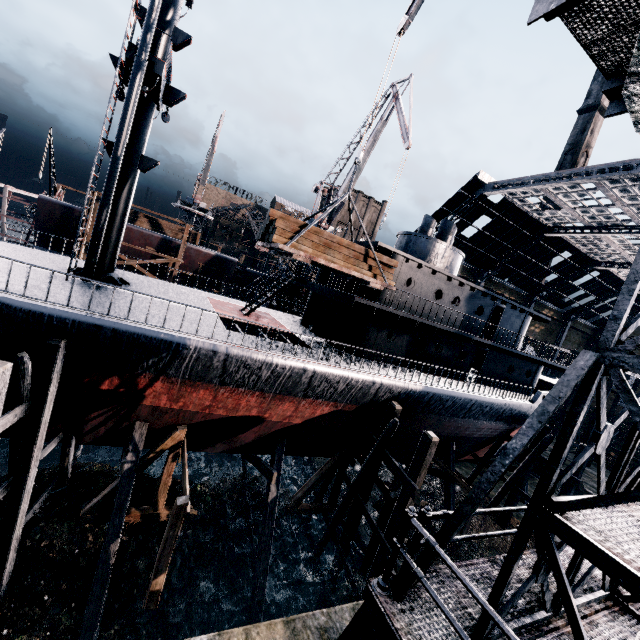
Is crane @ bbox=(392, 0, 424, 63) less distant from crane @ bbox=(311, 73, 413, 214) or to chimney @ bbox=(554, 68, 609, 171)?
crane @ bbox=(311, 73, 413, 214)

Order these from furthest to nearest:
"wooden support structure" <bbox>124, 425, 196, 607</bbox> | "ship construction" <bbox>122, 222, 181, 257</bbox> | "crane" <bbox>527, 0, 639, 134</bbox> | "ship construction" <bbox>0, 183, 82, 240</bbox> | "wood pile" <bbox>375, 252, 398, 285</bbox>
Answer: "ship construction" <bbox>122, 222, 181, 257</bbox> < "ship construction" <bbox>0, 183, 82, 240</bbox> < "wood pile" <bbox>375, 252, 398, 285</bbox> < "wooden support structure" <bbox>124, 425, 196, 607</bbox> < "crane" <bbox>527, 0, 639, 134</bbox>

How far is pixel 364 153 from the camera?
28.9 meters

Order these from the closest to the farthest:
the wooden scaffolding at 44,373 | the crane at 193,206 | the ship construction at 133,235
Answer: the wooden scaffolding at 44,373 → the ship construction at 133,235 → the crane at 193,206

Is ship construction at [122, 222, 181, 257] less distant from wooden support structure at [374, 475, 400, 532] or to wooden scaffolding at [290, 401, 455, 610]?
wooden scaffolding at [290, 401, 455, 610]

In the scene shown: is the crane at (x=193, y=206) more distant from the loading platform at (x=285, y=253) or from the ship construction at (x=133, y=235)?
the loading platform at (x=285, y=253)

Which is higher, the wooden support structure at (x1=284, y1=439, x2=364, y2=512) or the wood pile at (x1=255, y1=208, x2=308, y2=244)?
the wood pile at (x1=255, y1=208, x2=308, y2=244)

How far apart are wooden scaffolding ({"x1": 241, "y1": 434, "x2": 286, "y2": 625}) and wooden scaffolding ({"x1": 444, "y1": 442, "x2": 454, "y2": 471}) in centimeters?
1199cm
